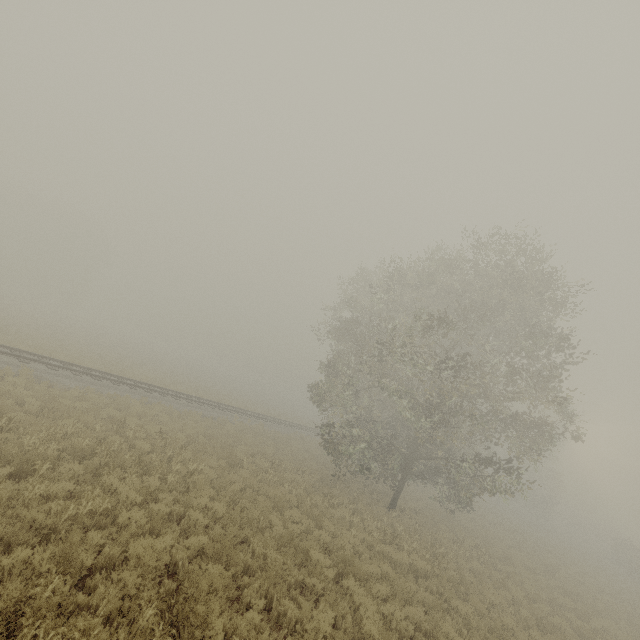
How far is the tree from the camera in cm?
1534

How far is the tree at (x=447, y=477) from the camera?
15.3m

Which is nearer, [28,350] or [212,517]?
[212,517]
